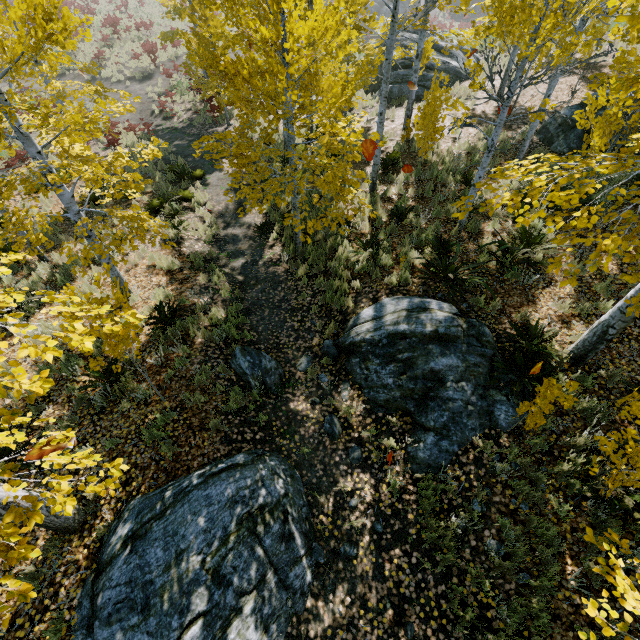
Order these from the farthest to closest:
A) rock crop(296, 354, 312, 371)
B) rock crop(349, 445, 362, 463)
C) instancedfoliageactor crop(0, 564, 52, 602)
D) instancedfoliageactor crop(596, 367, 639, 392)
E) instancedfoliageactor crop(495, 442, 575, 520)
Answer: rock crop(296, 354, 312, 371) → rock crop(349, 445, 362, 463) → instancedfoliageactor crop(596, 367, 639, 392) → instancedfoliageactor crop(495, 442, 575, 520) → instancedfoliageactor crop(0, 564, 52, 602)

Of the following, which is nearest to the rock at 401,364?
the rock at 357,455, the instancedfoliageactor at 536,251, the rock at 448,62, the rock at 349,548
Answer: the instancedfoliageactor at 536,251

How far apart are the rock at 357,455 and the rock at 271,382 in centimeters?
179cm

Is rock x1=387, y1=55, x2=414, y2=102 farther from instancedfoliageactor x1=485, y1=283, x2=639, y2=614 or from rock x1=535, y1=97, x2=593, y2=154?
rock x1=535, y1=97, x2=593, y2=154

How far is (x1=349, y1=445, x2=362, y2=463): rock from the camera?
5.6m

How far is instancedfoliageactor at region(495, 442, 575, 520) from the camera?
4.28m

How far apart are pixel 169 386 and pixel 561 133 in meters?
13.7

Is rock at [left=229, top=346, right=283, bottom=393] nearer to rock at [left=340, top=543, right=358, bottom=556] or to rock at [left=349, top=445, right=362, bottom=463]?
rock at [left=340, top=543, right=358, bottom=556]
